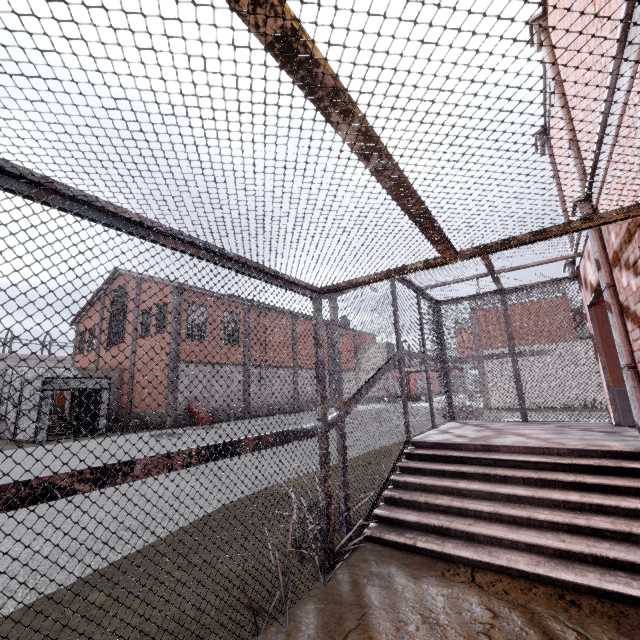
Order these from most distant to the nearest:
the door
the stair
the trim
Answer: the door → the trim → the stair

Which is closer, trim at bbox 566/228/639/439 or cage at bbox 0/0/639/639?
cage at bbox 0/0/639/639

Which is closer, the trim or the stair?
the stair

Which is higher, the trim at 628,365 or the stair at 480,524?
the trim at 628,365

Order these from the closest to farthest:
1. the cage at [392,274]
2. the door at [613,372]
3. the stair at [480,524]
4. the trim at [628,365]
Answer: the cage at [392,274], the stair at [480,524], the trim at [628,365], the door at [613,372]

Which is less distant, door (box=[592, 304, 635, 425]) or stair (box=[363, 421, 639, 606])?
stair (box=[363, 421, 639, 606])

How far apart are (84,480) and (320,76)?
2.1 meters

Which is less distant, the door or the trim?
the trim
